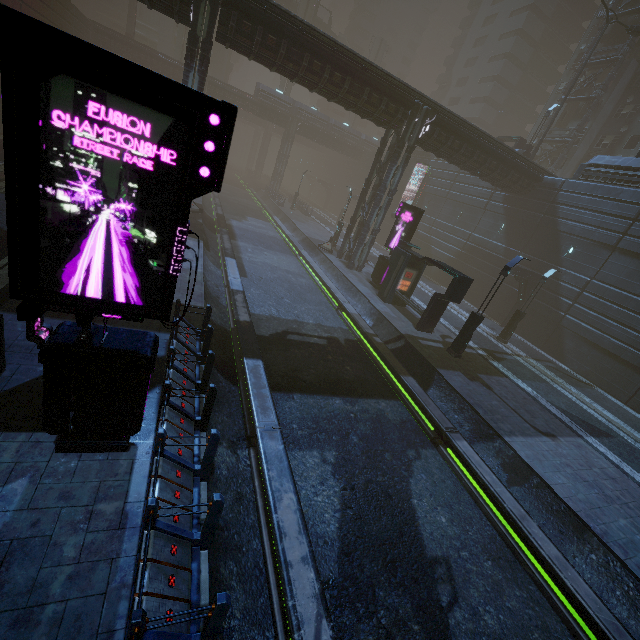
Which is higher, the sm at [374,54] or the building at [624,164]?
the sm at [374,54]

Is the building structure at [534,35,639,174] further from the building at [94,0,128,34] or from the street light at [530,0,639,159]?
the building at [94,0,128,34]

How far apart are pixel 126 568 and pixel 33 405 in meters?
3.8

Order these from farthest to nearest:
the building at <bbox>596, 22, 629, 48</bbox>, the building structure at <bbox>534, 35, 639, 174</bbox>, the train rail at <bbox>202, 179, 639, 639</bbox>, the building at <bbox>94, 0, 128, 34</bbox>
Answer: the building at <bbox>94, 0, 128, 34</bbox>
the building at <bbox>596, 22, 629, 48</bbox>
the building structure at <bbox>534, 35, 639, 174</bbox>
the train rail at <bbox>202, 179, 639, 639</bbox>

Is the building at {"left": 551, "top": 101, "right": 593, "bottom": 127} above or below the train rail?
above

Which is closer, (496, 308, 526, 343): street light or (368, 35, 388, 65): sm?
(496, 308, 526, 343): street light

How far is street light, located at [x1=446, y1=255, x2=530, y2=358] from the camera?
14.8m

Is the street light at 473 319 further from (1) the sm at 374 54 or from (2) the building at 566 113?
(1) the sm at 374 54
